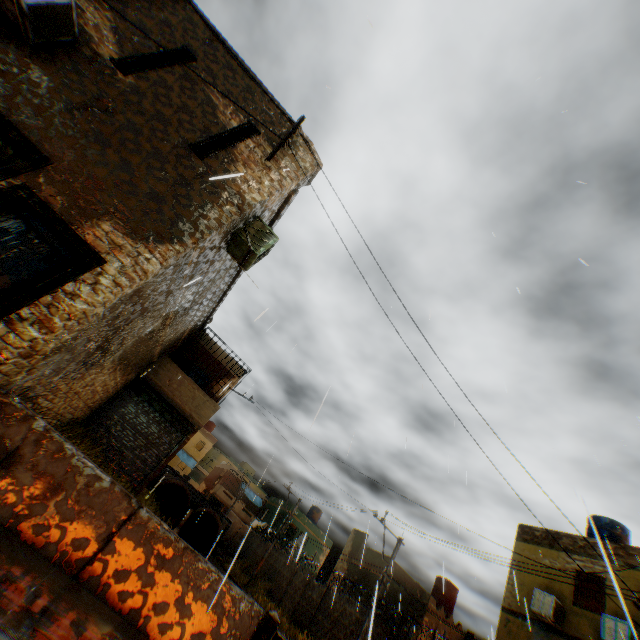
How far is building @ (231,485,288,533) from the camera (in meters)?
36.50

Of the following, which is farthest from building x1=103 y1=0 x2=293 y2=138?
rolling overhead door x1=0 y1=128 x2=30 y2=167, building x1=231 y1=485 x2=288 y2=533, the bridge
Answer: the bridge

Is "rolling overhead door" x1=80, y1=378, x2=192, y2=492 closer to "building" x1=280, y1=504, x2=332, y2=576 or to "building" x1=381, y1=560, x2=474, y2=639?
"building" x1=381, y1=560, x2=474, y2=639

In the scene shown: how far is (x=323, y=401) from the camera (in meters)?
2.81

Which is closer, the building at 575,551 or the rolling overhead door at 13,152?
the rolling overhead door at 13,152

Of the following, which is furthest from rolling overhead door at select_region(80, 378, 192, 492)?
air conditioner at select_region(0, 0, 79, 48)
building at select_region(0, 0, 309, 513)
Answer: air conditioner at select_region(0, 0, 79, 48)

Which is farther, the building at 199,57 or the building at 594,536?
the building at 594,536

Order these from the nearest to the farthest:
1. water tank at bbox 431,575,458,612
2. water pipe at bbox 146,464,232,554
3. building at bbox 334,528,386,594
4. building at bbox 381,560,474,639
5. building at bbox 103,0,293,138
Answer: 1. building at bbox 103,0,293,138
2. building at bbox 381,560,474,639
3. water tank at bbox 431,575,458,612
4. building at bbox 334,528,386,594
5. water pipe at bbox 146,464,232,554
